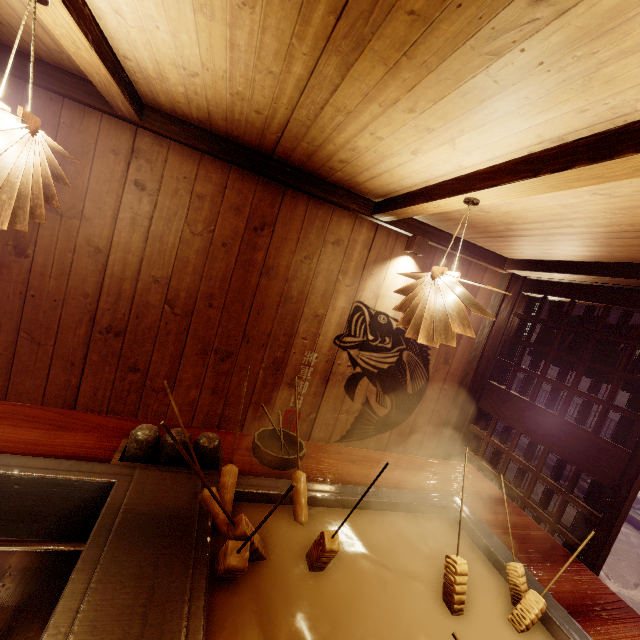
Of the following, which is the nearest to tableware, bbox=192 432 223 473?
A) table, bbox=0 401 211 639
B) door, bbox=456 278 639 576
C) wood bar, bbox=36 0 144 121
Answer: table, bbox=0 401 211 639

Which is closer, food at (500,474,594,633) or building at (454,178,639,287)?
food at (500,474,594,633)

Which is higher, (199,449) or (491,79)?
(491,79)

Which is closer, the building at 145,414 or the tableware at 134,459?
the building at 145,414

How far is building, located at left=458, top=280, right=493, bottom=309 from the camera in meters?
6.0

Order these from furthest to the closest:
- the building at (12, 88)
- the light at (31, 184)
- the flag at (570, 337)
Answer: the flag at (570, 337), the building at (12, 88), the light at (31, 184)

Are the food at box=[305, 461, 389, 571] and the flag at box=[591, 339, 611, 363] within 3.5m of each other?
no

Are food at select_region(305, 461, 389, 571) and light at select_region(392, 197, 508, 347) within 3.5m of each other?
yes
